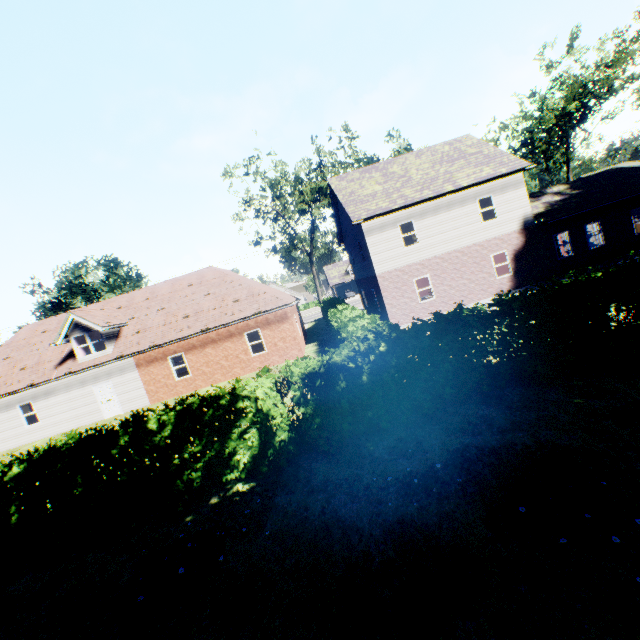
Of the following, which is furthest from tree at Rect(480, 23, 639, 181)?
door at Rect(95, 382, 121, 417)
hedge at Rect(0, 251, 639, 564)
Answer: door at Rect(95, 382, 121, 417)

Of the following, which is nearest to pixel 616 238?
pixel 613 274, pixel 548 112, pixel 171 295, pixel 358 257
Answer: pixel 358 257

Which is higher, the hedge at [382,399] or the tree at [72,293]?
the tree at [72,293]

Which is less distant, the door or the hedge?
the hedge

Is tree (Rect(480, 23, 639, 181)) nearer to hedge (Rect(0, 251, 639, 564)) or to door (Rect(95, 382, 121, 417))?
hedge (Rect(0, 251, 639, 564))

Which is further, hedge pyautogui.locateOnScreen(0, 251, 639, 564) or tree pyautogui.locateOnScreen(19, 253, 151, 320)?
tree pyautogui.locateOnScreen(19, 253, 151, 320)

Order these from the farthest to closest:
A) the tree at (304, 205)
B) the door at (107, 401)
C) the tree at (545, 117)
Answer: the tree at (304, 205), the tree at (545, 117), the door at (107, 401)

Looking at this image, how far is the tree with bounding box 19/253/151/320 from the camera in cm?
3047
